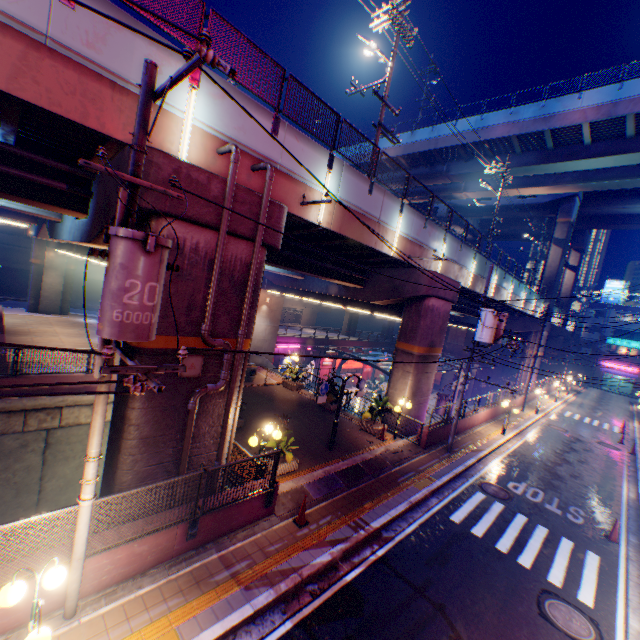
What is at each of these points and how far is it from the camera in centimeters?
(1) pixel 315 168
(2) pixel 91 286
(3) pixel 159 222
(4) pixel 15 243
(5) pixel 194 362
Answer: (1) overpass support, 1109cm
(2) building, 4409cm
(3) overpass support, 741cm
(4) building, 3569cm
(5) electric box, 844cm

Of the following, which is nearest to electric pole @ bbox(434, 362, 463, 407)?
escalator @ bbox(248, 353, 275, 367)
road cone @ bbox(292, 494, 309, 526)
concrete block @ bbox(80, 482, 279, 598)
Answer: escalator @ bbox(248, 353, 275, 367)

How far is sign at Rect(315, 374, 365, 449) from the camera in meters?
13.0

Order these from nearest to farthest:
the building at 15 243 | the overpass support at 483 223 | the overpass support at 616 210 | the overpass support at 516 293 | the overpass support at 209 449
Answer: the overpass support at 209 449, the overpass support at 516 293, the building at 15 243, the overpass support at 616 210, the overpass support at 483 223

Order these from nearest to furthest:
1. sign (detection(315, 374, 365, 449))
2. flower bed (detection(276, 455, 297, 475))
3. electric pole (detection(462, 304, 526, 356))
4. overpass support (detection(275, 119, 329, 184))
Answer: overpass support (detection(275, 119, 329, 184)) < flower bed (detection(276, 455, 297, 475)) < sign (detection(315, 374, 365, 449)) < electric pole (detection(462, 304, 526, 356))

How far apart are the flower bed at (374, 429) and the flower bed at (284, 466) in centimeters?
578cm

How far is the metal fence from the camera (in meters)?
6.25

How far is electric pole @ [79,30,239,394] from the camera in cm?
417
